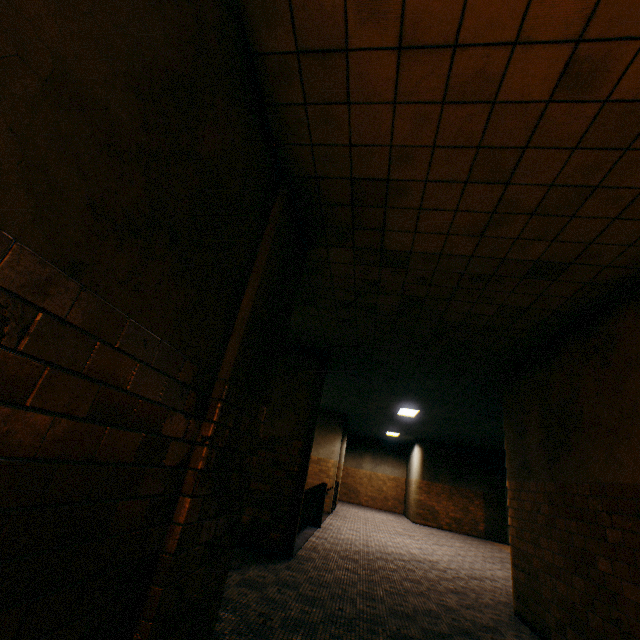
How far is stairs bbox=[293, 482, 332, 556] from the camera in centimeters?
761cm

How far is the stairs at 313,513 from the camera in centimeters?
761cm

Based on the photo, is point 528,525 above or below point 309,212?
below
